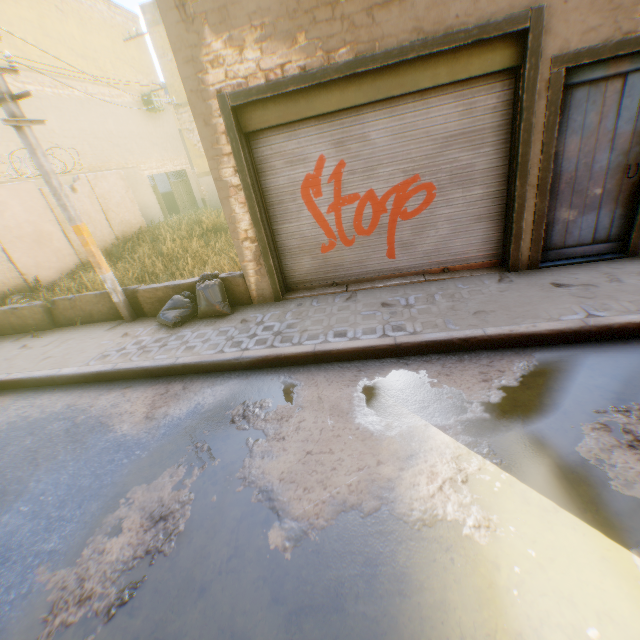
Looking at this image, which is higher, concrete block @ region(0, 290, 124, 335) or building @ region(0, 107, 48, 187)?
building @ region(0, 107, 48, 187)

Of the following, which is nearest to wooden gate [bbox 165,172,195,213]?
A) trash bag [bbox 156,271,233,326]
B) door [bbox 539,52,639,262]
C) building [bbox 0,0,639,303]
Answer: building [bbox 0,0,639,303]

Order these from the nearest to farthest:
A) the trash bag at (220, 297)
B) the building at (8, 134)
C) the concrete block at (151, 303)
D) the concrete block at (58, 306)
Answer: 1. the trash bag at (220, 297)
2. the concrete block at (151, 303)
3. the concrete block at (58, 306)
4. the building at (8, 134)

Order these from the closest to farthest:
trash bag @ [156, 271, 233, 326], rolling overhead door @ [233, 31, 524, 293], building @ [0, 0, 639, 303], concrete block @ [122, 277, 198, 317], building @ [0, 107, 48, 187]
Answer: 1. building @ [0, 0, 639, 303]
2. rolling overhead door @ [233, 31, 524, 293]
3. trash bag @ [156, 271, 233, 326]
4. concrete block @ [122, 277, 198, 317]
5. building @ [0, 107, 48, 187]

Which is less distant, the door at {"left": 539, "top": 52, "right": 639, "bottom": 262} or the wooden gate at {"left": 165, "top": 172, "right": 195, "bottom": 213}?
the door at {"left": 539, "top": 52, "right": 639, "bottom": 262}

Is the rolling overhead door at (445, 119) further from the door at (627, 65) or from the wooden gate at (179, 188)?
the wooden gate at (179, 188)

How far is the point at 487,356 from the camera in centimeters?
396cm

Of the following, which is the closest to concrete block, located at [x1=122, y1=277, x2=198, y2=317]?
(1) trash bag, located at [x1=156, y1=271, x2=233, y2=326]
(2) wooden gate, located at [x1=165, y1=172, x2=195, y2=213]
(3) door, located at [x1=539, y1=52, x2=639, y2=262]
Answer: (1) trash bag, located at [x1=156, y1=271, x2=233, y2=326]
